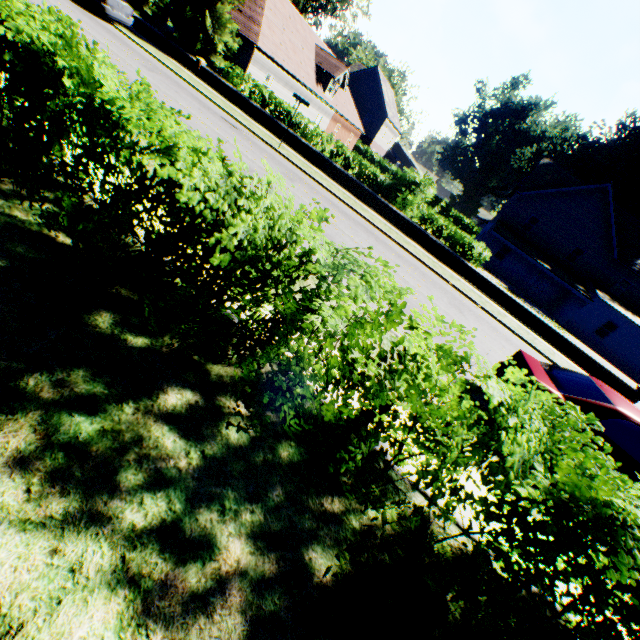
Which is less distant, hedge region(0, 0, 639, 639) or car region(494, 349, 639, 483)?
hedge region(0, 0, 639, 639)

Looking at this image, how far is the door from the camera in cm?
3244

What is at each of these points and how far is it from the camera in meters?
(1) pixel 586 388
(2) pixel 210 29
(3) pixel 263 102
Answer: (1) car, 5.5 m
(2) tree, 19.4 m
(3) hedge, 19.3 m

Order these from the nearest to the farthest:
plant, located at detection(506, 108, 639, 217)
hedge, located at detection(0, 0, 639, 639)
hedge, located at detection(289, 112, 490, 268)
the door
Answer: hedge, located at detection(0, 0, 639, 639) < hedge, located at detection(289, 112, 490, 268) < the door < plant, located at detection(506, 108, 639, 217)

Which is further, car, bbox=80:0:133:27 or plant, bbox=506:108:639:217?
plant, bbox=506:108:639:217

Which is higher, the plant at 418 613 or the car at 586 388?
the car at 586 388

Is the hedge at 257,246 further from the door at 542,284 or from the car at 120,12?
the door at 542,284

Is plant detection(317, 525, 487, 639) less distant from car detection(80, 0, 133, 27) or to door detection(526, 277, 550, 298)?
door detection(526, 277, 550, 298)
